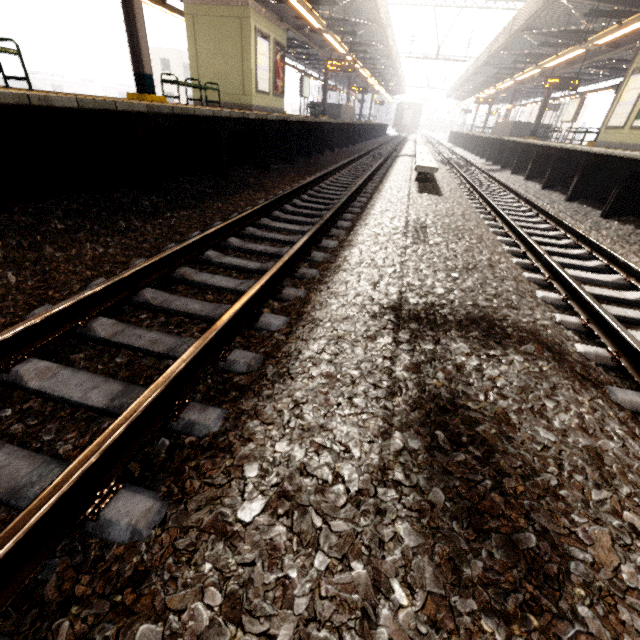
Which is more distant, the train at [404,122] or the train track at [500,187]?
the train at [404,122]

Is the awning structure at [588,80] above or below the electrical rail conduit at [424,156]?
above

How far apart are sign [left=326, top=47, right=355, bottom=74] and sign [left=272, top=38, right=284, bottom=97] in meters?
4.8

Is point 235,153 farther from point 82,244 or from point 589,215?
point 589,215

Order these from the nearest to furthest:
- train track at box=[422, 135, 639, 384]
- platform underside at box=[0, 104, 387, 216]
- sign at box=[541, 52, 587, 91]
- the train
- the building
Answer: train track at box=[422, 135, 639, 384]
platform underside at box=[0, 104, 387, 216]
sign at box=[541, 52, 587, 91]
the train
the building

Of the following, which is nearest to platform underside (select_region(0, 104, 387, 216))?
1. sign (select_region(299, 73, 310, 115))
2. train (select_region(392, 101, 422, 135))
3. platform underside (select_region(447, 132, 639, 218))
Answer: sign (select_region(299, 73, 310, 115))

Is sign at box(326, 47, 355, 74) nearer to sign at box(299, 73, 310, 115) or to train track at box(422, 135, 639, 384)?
sign at box(299, 73, 310, 115)

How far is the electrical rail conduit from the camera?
7.40m
